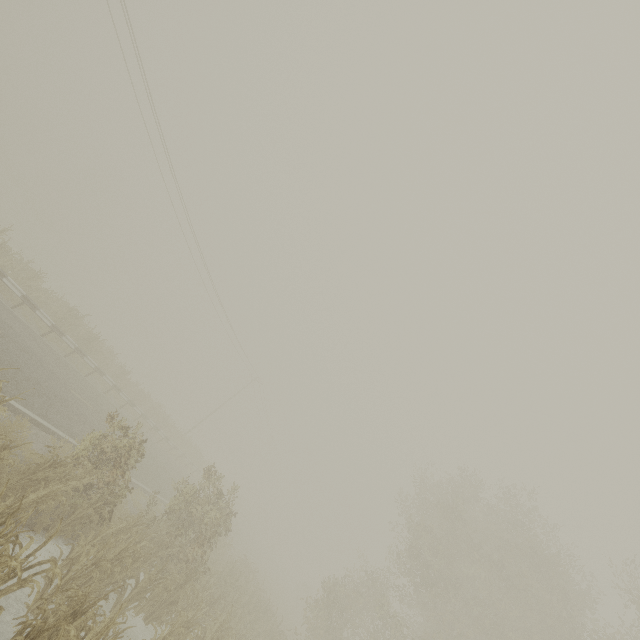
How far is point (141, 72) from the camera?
18.3m
